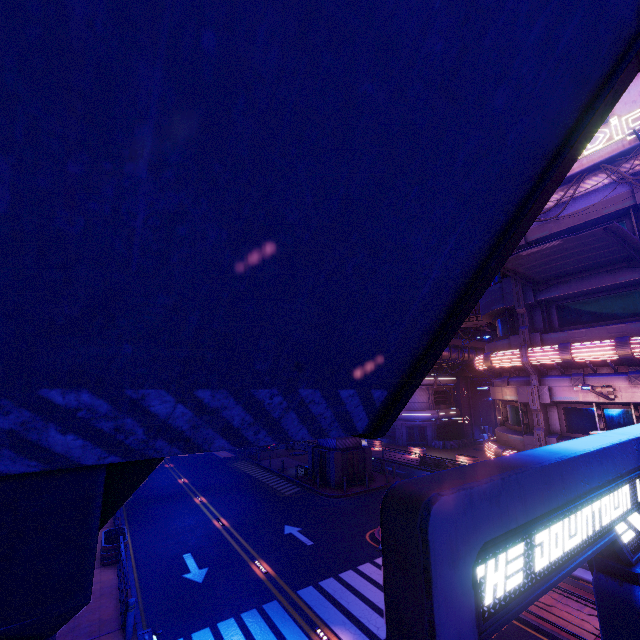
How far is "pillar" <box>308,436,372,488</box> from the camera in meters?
25.8 m

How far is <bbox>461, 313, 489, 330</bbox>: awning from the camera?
22.81m

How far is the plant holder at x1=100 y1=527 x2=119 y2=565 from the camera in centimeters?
1452cm

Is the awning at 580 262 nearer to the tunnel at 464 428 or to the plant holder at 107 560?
the plant holder at 107 560

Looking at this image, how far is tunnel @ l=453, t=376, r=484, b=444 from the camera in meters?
45.1

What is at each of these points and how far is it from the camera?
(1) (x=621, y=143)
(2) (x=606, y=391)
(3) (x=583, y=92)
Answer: (1) sign, 12.5 meters
(2) street light, 12.4 meters
(3) walkway, 2.2 meters

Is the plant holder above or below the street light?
below

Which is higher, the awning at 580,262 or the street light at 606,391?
the awning at 580,262
